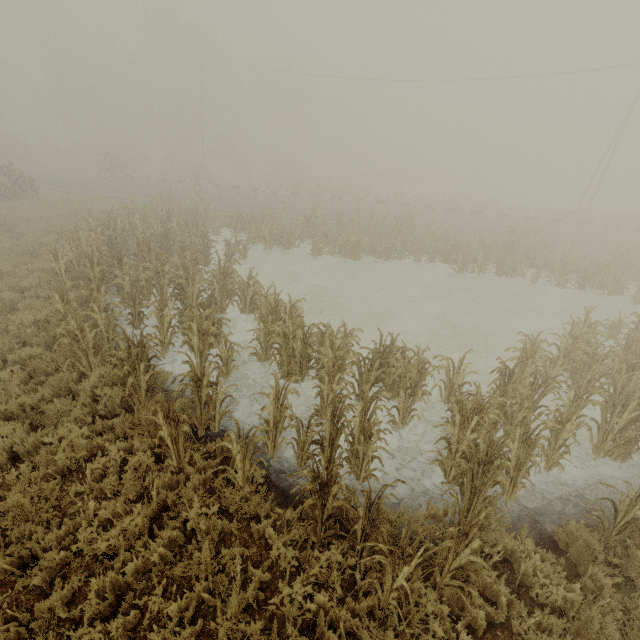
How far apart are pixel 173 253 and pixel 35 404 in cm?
720

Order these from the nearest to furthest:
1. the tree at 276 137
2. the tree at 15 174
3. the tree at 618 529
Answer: the tree at 618 529 < the tree at 15 174 < the tree at 276 137

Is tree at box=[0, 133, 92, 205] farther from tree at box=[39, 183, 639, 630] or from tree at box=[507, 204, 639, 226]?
tree at box=[39, 183, 639, 630]

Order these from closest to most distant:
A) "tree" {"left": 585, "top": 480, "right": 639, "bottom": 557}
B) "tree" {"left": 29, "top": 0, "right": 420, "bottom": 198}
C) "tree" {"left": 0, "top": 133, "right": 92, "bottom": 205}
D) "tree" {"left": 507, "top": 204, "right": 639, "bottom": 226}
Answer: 1. "tree" {"left": 585, "top": 480, "right": 639, "bottom": 557}
2. "tree" {"left": 0, "top": 133, "right": 92, "bottom": 205}
3. "tree" {"left": 507, "top": 204, "right": 639, "bottom": 226}
4. "tree" {"left": 29, "top": 0, "right": 420, "bottom": 198}

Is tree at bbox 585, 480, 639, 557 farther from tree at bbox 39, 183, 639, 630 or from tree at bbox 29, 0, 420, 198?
tree at bbox 29, 0, 420, 198

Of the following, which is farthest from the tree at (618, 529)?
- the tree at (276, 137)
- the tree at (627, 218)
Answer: the tree at (276, 137)

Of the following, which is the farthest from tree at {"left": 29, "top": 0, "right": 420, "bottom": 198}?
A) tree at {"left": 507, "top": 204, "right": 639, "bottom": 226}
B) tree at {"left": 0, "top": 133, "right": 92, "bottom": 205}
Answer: tree at {"left": 507, "top": 204, "right": 639, "bottom": 226}

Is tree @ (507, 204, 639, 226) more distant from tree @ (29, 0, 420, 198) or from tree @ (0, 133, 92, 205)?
tree @ (0, 133, 92, 205)
